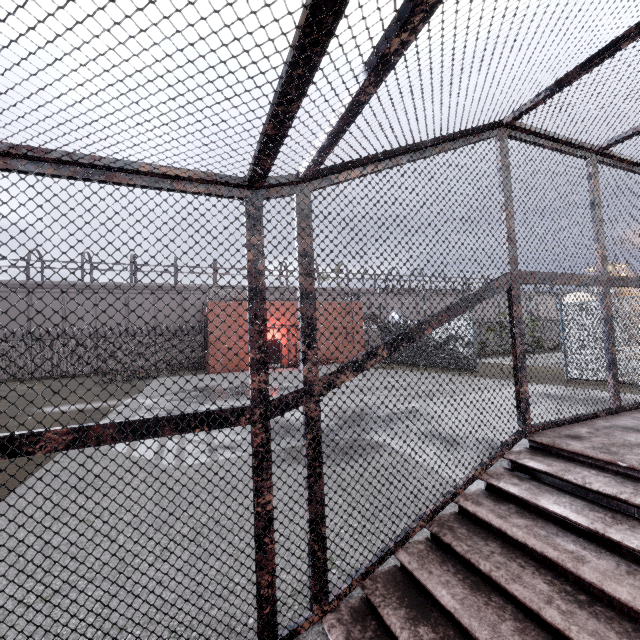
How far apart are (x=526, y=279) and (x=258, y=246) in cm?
265
